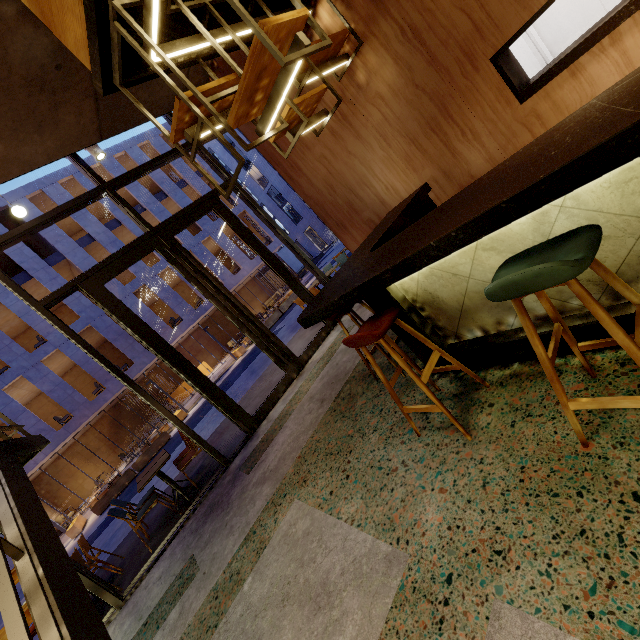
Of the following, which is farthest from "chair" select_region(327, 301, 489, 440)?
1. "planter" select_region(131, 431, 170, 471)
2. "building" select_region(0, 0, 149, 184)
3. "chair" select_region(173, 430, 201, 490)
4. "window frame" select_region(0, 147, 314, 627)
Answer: "planter" select_region(131, 431, 170, 471)

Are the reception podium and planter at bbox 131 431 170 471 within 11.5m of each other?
yes

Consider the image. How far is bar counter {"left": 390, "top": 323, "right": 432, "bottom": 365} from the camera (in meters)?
2.70

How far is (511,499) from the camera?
1.6 meters

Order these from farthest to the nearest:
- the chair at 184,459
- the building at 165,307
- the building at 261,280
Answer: the building at 261,280, the building at 165,307, the chair at 184,459

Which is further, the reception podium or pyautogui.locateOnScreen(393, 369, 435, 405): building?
the reception podium

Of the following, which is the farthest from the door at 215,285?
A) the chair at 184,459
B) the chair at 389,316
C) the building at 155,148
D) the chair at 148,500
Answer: the building at 155,148

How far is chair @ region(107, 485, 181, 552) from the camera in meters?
4.8
